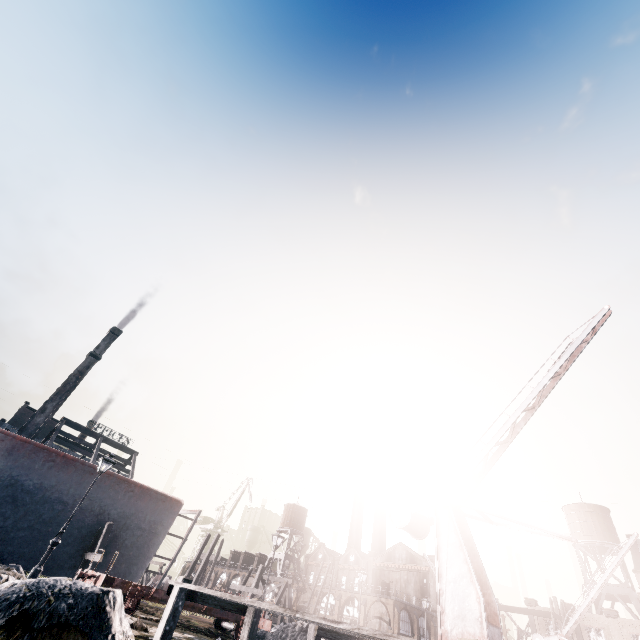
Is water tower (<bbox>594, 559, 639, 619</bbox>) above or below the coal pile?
above

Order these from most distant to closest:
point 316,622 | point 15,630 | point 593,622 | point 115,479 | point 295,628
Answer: point 593,622
point 115,479
point 295,628
point 316,622
point 15,630

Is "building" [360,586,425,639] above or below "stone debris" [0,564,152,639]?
above

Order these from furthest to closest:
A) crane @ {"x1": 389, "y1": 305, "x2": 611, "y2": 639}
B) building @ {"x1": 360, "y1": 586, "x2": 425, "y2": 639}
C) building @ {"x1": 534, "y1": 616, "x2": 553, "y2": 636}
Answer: building @ {"x1": 360, "y1": 586, "x2": 425, "y2": 639}
building @ {"x1": 534, "y1": 616, "x2": 553, "y2": 636}
crane @ {"x1": 389, "y1": 305, "x2": 611, "y2": 639}

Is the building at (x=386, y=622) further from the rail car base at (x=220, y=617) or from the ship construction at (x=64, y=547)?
the rail car base at (x=220, y=617)

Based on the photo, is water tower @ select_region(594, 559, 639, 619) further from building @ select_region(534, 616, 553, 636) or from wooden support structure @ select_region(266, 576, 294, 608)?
wooden support structure @ select_region(266, 576, 294, 608)

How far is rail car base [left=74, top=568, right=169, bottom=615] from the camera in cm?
1225

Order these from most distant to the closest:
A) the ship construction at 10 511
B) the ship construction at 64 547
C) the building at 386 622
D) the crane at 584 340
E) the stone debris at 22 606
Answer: the building at 386 622 → the ship construction at 64 547 → the ship construction at 10 511 → the crane at 584 340 → the stone debris at 22 606
